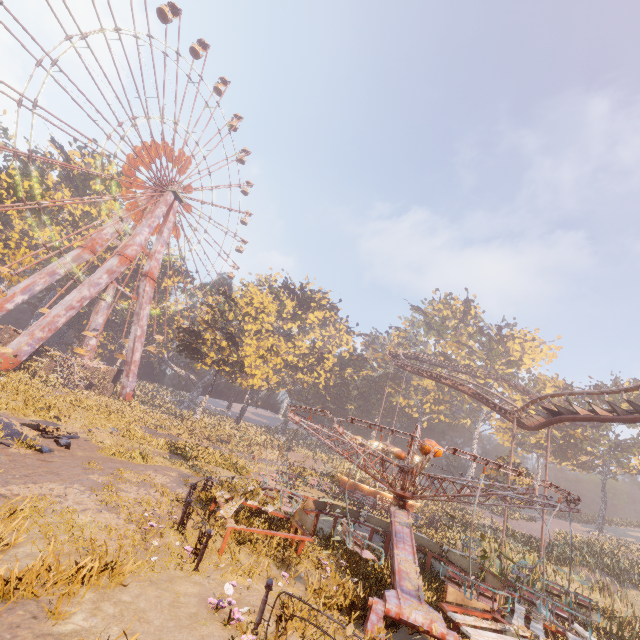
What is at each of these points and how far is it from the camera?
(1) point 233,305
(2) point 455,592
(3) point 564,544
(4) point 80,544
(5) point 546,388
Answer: (1) tree, 40.84m
(2) merry-go-round, 7.83m
(3) instancedfoliageactor, 30.77m
(4) instancedfoliageactor, 6.02m
(5) instancedfoliageactor, 56.50m

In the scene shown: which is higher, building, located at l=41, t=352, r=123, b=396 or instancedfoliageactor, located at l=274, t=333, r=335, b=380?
instancedfoliageactor, located at l=274, t=333, r=335, b=380

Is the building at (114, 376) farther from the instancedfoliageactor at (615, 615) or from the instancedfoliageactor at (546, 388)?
the instancedfoliageactor at (546, 388)

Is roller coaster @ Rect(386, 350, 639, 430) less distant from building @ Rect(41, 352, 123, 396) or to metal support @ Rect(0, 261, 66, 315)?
metal support @ Rect(0, 261, 66, 315)

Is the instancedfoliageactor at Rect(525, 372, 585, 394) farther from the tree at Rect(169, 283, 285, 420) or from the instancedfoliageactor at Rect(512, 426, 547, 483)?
the tree at Rect(169, 283, 285, 420)

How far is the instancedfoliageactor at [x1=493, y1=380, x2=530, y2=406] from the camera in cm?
5247

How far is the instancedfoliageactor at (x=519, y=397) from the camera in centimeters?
5247cm

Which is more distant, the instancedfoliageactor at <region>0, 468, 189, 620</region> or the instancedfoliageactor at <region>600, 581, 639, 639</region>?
the instancedfoliageactor at <region>600, 581, 639, 639</region>
